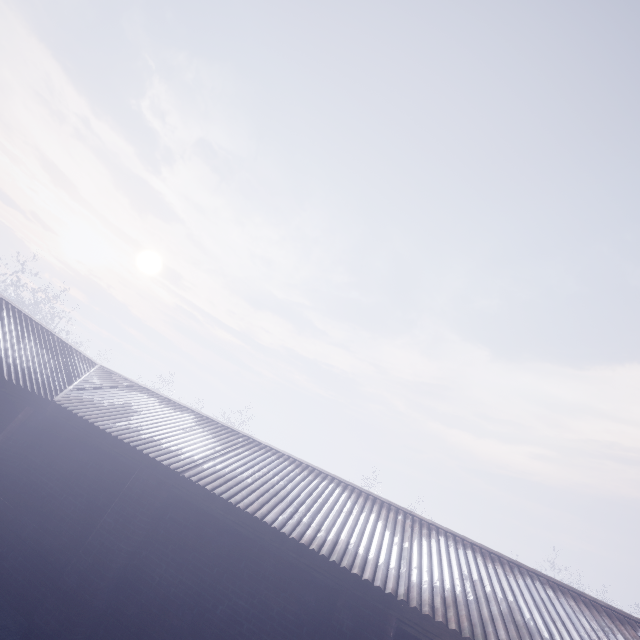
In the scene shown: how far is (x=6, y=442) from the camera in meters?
5.0 m
